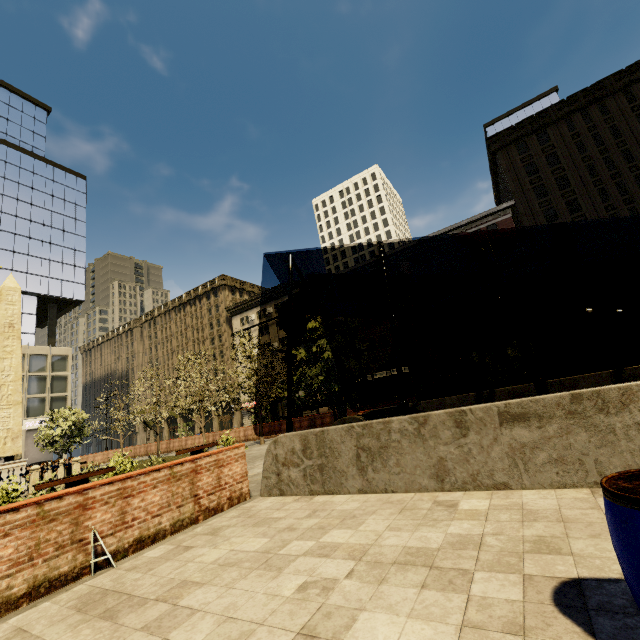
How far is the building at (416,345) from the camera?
39.2m

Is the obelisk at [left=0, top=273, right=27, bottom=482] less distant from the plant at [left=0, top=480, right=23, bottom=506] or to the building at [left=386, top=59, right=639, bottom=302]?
the plant at [left=0, top=480, right=23, bottom=506]

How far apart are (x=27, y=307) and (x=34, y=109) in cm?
3702

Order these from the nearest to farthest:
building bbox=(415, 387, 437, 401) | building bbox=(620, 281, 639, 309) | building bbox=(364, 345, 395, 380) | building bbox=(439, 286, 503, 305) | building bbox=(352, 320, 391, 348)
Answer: building bbox=(620, 281, 639, 309)
building bbox=(439, 286, 503, 305)
building bbox=(415, 387, 437, 401)
building bbox=(364, 345, 395, 380)
building bbox=(352, 320, 391, 348)

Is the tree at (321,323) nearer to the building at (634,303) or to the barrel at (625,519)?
the building at (634,303)

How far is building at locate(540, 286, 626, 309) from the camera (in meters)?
30.84

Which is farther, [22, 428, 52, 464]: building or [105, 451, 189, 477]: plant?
[22, 428, 52, 464]: building

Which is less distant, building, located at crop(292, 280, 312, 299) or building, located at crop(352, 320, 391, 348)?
building, located at crop(352, 320, 391, 348)
